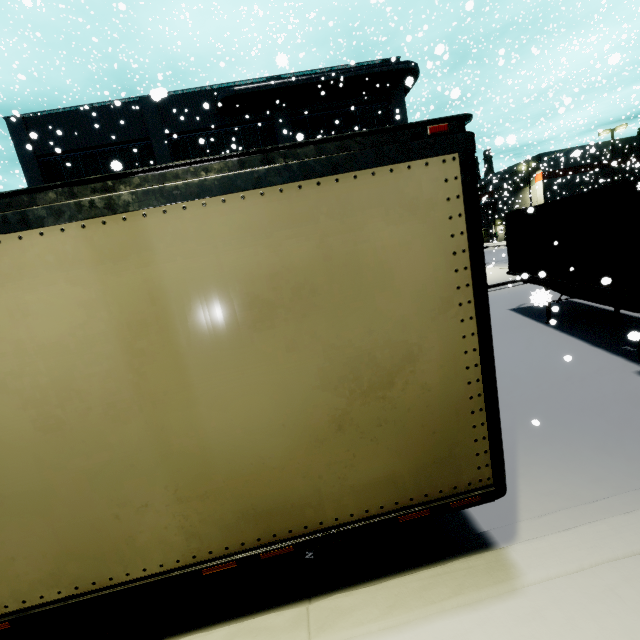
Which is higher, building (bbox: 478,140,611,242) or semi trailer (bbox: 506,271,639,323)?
building (bbox: 478,140,611,242)

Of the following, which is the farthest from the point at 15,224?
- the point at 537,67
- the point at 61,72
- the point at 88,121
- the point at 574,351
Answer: the point at 537,67

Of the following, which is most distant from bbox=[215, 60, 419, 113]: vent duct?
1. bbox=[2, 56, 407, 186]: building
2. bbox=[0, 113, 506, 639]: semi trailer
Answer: bbox=[0, 113, 506, 639]: semi trailer

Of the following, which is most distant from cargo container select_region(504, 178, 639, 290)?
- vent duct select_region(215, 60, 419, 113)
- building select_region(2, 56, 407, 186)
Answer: vent duct select_region(215, 60, 419, 113)

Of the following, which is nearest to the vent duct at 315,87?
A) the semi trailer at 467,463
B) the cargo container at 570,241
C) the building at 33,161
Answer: the building at 33,161

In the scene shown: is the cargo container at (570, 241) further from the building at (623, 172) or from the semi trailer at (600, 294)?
the building at (623, 172)

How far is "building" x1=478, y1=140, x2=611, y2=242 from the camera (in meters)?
41.11

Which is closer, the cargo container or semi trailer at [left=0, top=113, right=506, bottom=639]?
semi trailer at [left=0, top=113, right=506, bottom=639]
